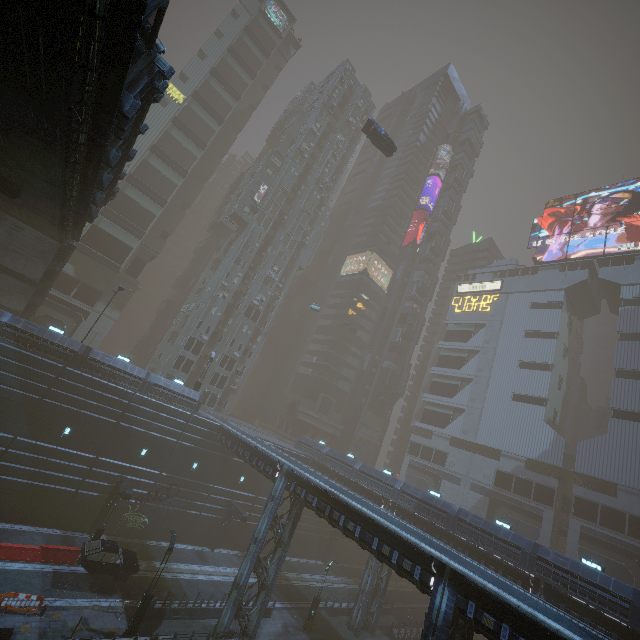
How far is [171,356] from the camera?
47.09m

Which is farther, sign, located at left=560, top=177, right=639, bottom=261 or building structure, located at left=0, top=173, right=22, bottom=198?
sign, located at left=560, top=177, right=639, bottom=261

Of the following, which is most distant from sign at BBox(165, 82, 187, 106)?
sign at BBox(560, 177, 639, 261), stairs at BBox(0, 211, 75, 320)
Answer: sign at BBox(560, 177, 639, 261)

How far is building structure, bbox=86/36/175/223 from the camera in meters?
10.6

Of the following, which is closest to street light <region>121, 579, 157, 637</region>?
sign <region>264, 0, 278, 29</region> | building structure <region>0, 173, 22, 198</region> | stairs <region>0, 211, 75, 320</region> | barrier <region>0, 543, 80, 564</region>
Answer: barrier <region>0, 543, 80, 564</region>

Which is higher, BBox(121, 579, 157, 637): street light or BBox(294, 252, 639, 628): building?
Result: BBox(294, 252, 639, 628): building

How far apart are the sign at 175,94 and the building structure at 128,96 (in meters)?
46.78

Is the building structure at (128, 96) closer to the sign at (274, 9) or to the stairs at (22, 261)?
the stairs at (22, 261)
